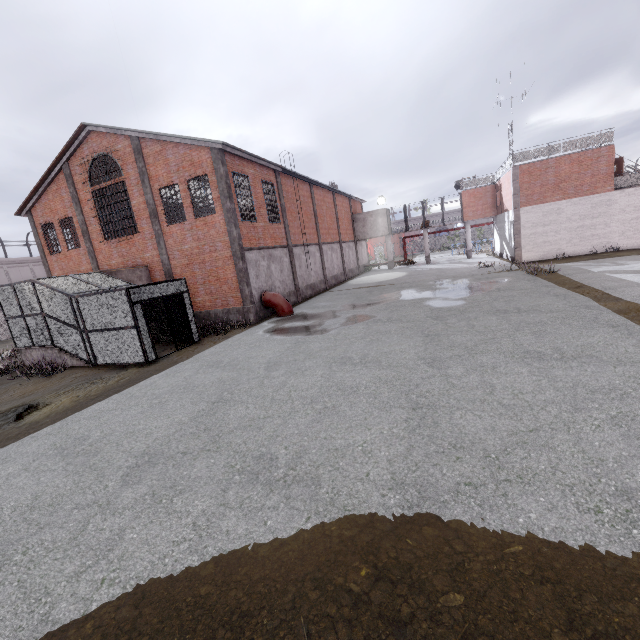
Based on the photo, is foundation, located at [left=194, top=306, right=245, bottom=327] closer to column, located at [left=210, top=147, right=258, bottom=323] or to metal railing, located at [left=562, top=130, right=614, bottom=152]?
column, located at [left=210, top=147, right=258, bottom=323]

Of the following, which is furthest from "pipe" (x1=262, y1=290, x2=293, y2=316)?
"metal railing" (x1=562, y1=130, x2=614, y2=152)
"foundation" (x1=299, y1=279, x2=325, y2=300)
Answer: "metal railing" (x1=562, y1=130, x2=614, y2=152)

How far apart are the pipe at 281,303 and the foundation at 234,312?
1.13m

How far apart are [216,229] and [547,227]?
23.8 meters

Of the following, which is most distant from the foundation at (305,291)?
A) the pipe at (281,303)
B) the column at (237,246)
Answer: the column at (237,246)

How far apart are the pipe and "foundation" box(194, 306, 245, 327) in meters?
1.1

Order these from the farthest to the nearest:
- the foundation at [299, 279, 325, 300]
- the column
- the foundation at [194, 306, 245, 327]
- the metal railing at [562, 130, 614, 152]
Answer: the foundation at [299, 279, 325, 300] → the metal railing at [562, 130, 614, 152] → the foundation at [194, 306, 245, 327] → the column
